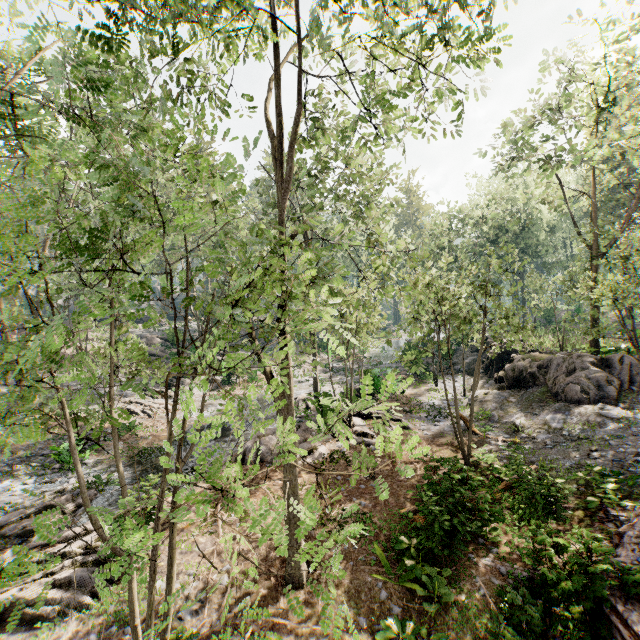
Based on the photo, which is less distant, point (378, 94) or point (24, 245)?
point (378, 94)

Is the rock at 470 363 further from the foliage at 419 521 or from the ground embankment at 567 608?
the ground embankment at 567 608

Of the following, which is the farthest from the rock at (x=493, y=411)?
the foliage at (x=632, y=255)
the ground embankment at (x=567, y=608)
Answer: the ground embankment at (x=567, y=608)

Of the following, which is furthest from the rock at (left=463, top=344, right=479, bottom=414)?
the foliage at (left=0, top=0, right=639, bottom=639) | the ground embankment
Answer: the ground embankment

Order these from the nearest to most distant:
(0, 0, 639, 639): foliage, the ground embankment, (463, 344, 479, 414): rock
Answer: (0, 0, 639, 639): foliage < the ground embankment < (463, 344, 479, 414): rock

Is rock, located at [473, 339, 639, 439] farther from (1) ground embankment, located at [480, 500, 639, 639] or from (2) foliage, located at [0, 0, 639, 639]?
(1) ground embankment, located at [480, 500, 639, 639]
